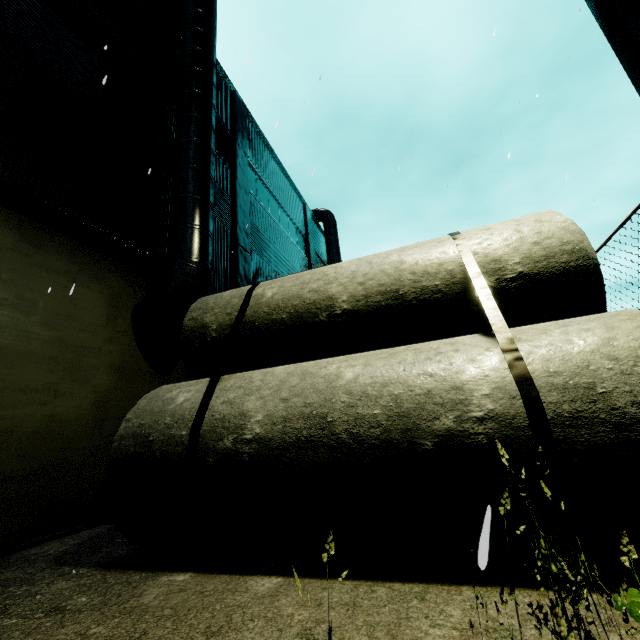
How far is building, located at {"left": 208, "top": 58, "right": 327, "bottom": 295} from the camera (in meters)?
10.99

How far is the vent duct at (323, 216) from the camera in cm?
2136

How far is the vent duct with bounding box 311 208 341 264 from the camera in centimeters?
2136cm

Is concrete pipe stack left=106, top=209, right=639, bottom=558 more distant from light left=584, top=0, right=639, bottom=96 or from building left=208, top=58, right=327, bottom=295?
building left=208, top=58, right=327, bottom=295

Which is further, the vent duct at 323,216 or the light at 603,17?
the vent duct at 323,216

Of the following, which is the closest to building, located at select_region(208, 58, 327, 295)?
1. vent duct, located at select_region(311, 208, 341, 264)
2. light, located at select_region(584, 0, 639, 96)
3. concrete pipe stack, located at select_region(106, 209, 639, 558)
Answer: vent duct, located at select_region(311, 208, 341, 264)

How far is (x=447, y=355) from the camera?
3.0 meters

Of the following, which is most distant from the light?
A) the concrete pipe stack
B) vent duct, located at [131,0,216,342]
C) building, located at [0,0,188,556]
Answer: building, located at [0,0,188,556]
